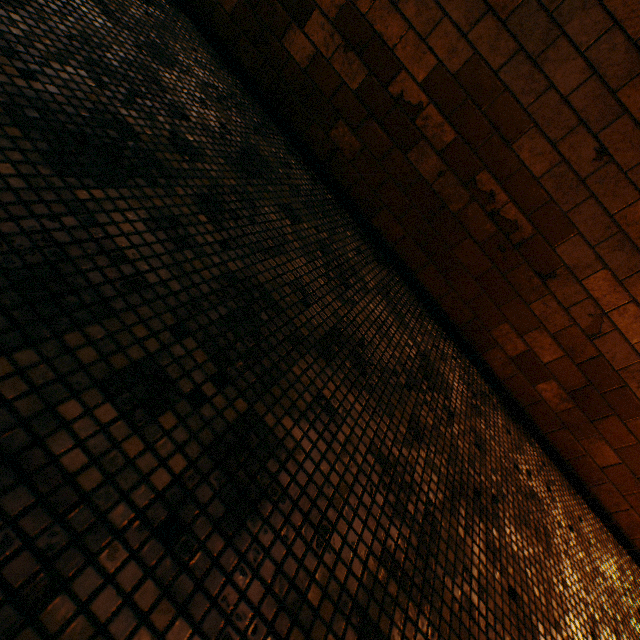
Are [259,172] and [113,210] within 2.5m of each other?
yes
